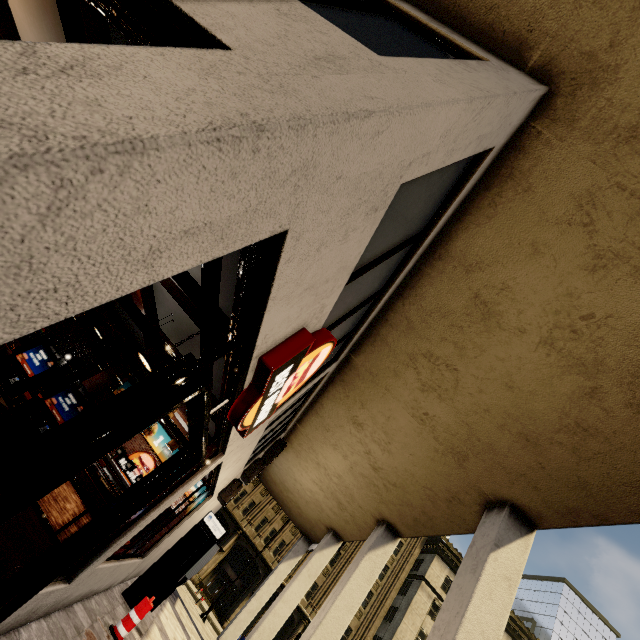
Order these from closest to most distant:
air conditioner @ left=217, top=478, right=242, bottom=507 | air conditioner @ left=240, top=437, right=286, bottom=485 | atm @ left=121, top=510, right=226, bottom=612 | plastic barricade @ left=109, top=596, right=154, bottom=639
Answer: plastic barricade @ left=109, top=596, right=154, bottom=639, atm @ left=121, top=510, right=226, bottom=612, air conditioner @ left=217, top=478, right=242, bottom=507, air conditioner @ left=240, top=437, right=286, bottom=485

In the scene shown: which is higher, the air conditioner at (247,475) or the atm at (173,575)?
the air conditioner at (247,475)

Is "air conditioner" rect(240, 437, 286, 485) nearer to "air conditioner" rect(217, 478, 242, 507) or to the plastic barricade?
"air conditioner" rect(217, 478, 242, 507)

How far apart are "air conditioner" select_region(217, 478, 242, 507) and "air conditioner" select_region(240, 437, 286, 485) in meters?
0.2 m

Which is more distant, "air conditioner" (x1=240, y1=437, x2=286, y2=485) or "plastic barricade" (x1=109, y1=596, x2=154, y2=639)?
"air conditioner" (x1=240, y1=437, x2=286, y2=485)

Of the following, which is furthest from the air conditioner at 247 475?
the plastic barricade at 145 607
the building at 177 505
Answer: the plastic barricade at 145 607

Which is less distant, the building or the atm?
the building

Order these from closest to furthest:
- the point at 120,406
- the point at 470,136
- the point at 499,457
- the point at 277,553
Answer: the point at 120,406 < the point at 470,136 < the point at 499,457 < the point at 277,553
